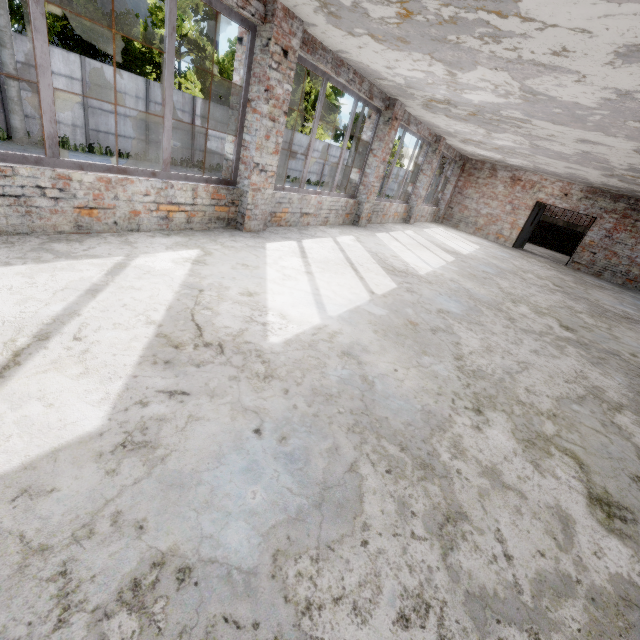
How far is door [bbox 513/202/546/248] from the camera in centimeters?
1503cm

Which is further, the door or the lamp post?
the door

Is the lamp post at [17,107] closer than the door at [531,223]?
Yes

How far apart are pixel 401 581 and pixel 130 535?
1.2m

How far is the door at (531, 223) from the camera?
15.0 meters
